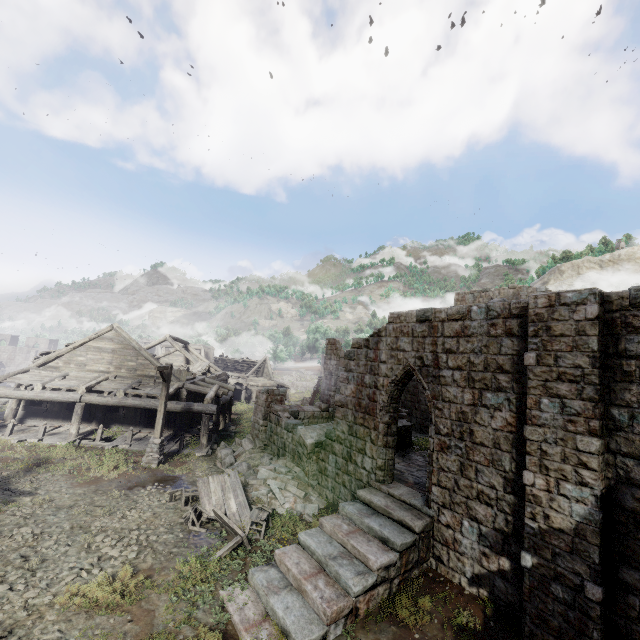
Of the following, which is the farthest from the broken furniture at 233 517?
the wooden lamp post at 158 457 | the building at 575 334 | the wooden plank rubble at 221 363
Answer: the wooden plank rubble at 221 363

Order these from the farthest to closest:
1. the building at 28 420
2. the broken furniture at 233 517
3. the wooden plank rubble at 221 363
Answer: the wooden plank rubble at 221 363 < the building at 28 420 < the broken furniture at 233 517

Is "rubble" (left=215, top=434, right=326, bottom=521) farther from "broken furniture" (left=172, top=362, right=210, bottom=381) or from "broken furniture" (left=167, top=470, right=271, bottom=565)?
"broken furniture" (left=172, top=362, right=210, bottom=381)

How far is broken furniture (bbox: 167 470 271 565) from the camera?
9.47m

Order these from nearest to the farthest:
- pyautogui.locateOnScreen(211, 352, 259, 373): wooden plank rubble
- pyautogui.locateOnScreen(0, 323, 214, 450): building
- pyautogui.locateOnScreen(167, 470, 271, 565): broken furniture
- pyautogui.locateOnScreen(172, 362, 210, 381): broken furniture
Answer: pyautogui.locateOnScreen(167, 470, 271, 565): broken furniture
pyautogui.locateOnScreen(0, 323, 214, 450): building
pyautogui.locateOnScreen(172, 362, 210, 381): broken furniture
pyautogui.locateOnScreen(211, 352, 259, 373): wooden plank rubble

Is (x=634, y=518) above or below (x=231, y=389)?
above

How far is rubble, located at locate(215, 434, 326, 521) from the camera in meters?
12.2 m

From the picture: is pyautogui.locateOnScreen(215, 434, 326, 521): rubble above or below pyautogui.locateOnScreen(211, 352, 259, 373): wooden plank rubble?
below
